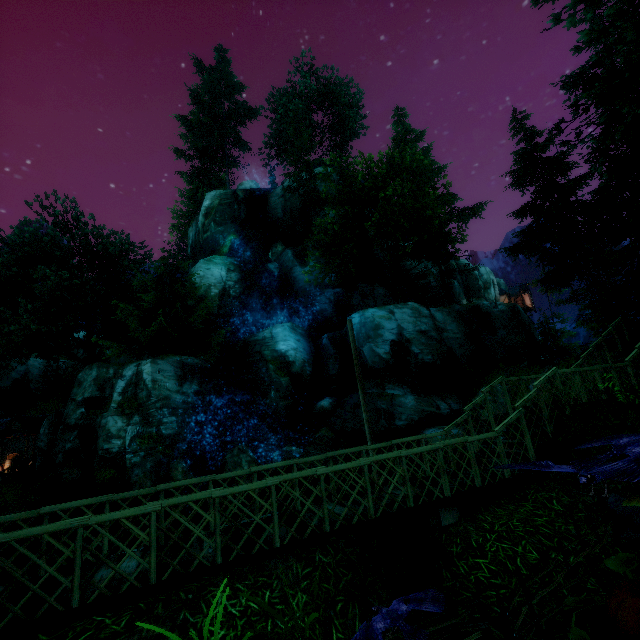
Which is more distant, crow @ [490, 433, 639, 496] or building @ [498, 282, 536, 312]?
building @ [498, 282, 536, 312]

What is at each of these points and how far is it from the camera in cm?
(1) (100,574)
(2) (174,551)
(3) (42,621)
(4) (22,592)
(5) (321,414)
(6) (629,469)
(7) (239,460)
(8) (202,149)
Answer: (1) wooden platform, 479
(2) wooden platform, 530
(3) wooden platform, 372
(4) wooden platform, 454
(5) rock, 2175
(6) crow, 223
(7) rock, 1741
(8) tree, 3994

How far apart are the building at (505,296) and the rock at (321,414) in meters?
40.5 m

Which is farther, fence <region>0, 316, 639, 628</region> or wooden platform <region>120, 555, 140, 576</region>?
wooden platform <region>120, 555, 140, 576</region>

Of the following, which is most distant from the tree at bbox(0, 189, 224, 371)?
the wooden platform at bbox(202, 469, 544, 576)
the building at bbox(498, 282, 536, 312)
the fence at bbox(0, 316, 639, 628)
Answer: the building at bbox(498, 282, 536, 312)

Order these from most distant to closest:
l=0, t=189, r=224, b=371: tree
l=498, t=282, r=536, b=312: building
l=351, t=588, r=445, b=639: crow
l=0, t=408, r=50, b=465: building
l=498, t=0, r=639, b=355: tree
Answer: l=498, t=282, r=536, b=312: building → l=0, t=408, r=50, b=465: building → l=0, t=189, r=224, b=371: tree → l=498, t=0, r=639, b=355: tree → l=351, t=588, r=445, b=639: crow

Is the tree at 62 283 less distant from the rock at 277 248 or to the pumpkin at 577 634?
the rock at 277 248

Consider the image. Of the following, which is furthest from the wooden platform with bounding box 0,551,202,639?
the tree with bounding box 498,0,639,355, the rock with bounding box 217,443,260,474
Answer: the tree with bounding box 498,0,639,355
